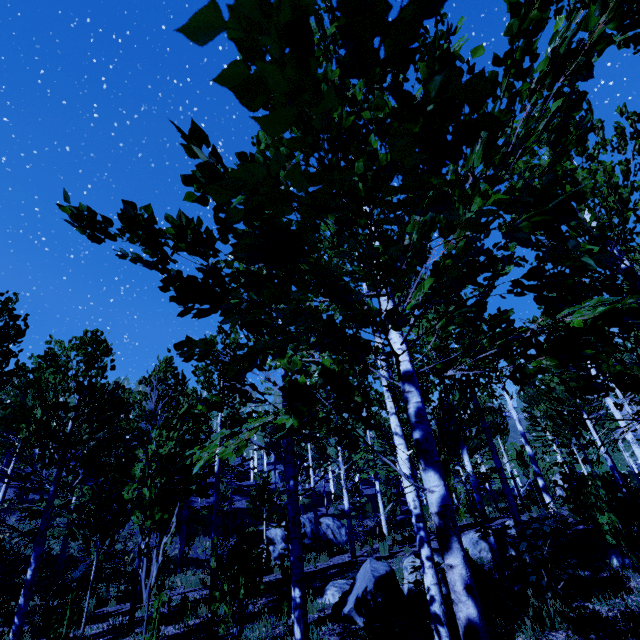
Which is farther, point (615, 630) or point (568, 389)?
point (615, 630)

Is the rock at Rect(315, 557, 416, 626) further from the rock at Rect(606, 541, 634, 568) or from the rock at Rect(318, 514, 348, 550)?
the rock at Rect(318, 514, 348, 550)

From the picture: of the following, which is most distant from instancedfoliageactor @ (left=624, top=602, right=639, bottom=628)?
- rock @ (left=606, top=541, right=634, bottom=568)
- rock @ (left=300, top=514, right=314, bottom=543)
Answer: rock @ (left=300, top=514, right=314, bottom=543)

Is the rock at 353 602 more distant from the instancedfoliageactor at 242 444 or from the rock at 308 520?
the rock at 308 520

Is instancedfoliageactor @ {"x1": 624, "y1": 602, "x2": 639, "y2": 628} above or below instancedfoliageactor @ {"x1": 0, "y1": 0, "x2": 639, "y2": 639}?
below

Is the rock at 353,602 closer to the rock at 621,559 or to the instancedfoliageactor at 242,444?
the instancedfoliageactor at 242,444

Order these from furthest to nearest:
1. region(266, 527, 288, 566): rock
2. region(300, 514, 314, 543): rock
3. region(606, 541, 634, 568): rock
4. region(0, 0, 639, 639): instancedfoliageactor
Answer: region(300, 514, 314, 543): rock
region(266, 527, 288, 566): rock
region(606, 541, 634, 568): rock
region(0, 0, 639, 639): instancedfoliageactor

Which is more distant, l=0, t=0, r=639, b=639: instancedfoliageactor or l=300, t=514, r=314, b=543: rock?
l=300, t=514, r=314, b=543: rock
